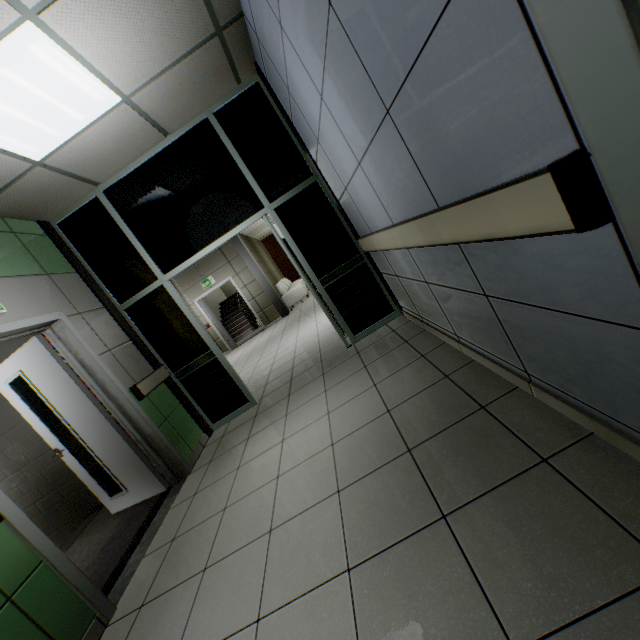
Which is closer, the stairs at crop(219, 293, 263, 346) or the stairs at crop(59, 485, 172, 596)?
the stairs at crop(59, 485, 172, 596)

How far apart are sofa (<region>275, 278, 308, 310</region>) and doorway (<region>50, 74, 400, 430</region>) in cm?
642

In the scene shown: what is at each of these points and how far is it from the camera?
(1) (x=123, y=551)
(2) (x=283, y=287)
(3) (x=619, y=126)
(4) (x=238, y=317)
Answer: (1) stairs, 2.9m
(2) sofa, 12.1m
(3) door, 0.6m
(4) stairs, 14.0m

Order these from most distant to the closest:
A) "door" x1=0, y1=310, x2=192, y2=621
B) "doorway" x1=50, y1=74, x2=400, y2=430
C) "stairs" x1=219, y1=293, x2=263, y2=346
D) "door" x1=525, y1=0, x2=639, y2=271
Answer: "stairs" x1=219, y1=293, x2=263, y2=346, "doorway" x1=50, y1=74, x2=400, y2=430, "door" x1=0, y1=310, x2=192, y2=621, "door" x1=525, y1=0, x2=639, y2=271

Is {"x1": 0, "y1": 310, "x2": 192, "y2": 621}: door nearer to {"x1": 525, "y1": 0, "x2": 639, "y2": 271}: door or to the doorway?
the doorway

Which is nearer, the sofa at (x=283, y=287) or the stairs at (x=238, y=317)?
the sofa at (x=283, y=287)

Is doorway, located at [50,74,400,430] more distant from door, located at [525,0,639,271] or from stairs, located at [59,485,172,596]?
door, located at [525,0,639,271]

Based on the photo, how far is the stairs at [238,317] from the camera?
12.6 meters
